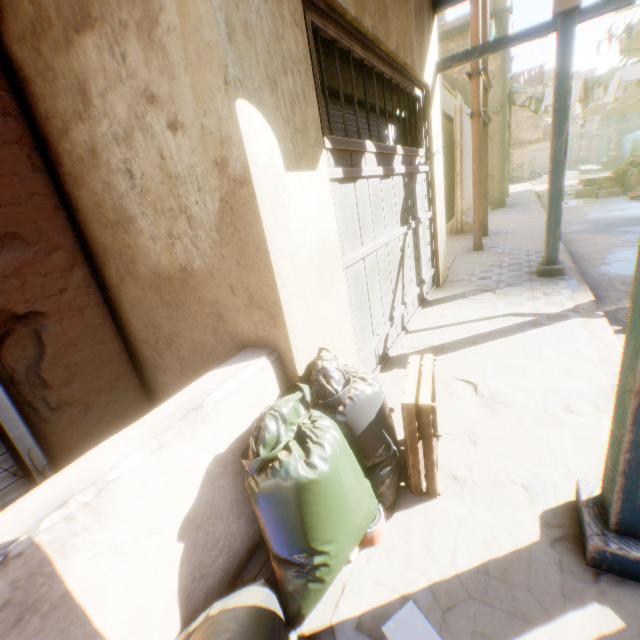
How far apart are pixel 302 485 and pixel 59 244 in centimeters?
228cm

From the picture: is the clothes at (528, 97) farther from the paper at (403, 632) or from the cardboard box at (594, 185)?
the paper at (403, 632)

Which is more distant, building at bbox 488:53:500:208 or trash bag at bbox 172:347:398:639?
building at bbox 488:53:500:208

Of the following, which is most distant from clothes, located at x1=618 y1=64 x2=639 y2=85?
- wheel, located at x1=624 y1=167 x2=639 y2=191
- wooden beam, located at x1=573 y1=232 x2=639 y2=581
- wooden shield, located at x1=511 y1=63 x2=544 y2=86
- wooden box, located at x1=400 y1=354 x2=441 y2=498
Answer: wooden shield, located at x1=511 y1=63 x2=544 y2=86

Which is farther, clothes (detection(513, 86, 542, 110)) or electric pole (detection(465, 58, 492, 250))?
clothes (detection(513, 86, 542, 110))

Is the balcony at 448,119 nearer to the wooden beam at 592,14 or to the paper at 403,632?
the wooden beam at 592,14

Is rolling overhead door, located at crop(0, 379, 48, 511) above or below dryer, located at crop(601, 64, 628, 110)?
below

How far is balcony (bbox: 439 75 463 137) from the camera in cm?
922
